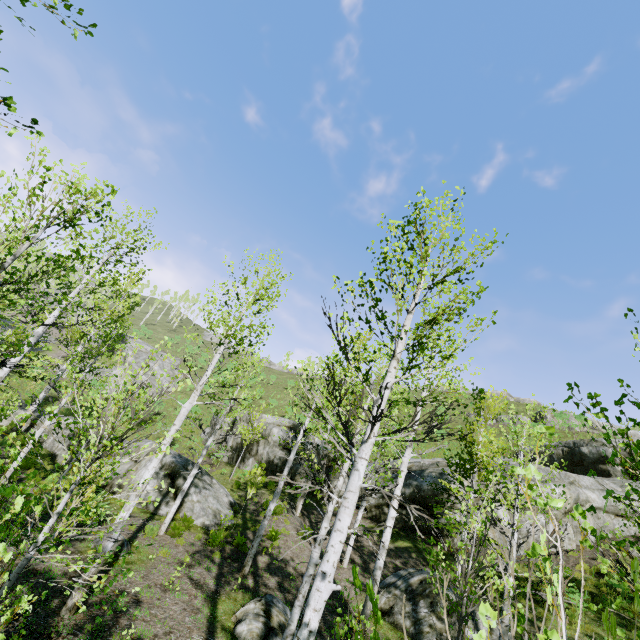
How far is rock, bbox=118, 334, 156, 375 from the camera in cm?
3519

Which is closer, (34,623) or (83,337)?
(34,623)

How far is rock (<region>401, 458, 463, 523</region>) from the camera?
15.9m

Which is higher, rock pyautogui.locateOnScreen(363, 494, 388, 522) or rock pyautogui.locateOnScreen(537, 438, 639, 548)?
rock pyautogui.locateOnScreen(537, 438, 639, 548)

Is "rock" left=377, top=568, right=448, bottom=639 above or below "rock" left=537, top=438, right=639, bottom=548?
below

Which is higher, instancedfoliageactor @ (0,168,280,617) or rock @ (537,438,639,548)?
rock @ (537,438,639,548)

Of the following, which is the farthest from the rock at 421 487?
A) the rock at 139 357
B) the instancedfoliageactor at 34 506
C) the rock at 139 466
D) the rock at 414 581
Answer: the rock at 139 357

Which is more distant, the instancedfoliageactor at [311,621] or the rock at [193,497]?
the rock at [193,497]
